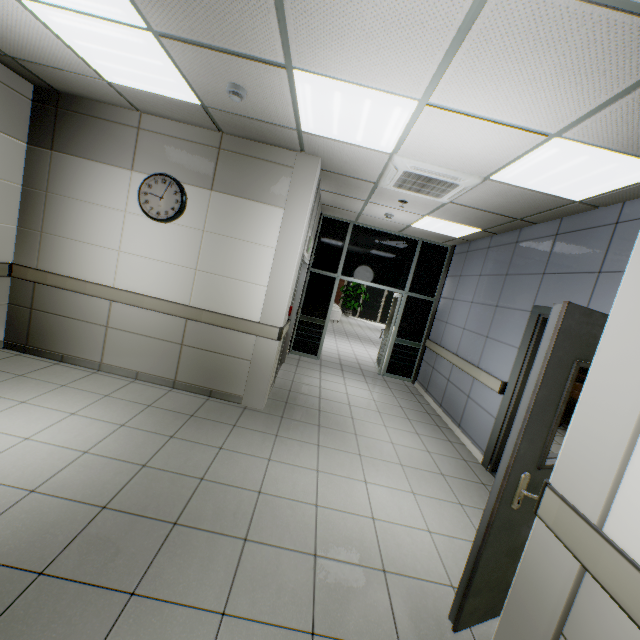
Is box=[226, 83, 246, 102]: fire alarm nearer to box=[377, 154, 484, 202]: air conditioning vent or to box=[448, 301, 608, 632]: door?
box=[377, 154, 484, 202]: air conditioning vent

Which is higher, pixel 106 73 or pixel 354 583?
pixel 106 73

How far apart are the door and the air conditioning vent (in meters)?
1.64

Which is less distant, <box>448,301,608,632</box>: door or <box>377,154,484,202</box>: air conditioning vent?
<box>448,301,608,632</box>: door

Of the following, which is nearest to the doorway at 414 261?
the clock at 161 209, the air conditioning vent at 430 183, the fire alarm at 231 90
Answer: the air conditioning vent at 430 183

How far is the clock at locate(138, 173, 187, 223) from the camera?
3.9 meters

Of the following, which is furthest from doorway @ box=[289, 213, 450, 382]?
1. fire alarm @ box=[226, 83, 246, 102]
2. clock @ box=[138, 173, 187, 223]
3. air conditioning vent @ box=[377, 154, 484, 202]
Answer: fire alarm @ box=[226, 83, 246, 102]

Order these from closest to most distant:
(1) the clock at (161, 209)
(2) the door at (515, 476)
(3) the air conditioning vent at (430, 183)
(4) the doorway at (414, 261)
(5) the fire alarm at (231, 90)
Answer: (2) the door at (515, 476), (5) the fire alarm at (231, 90), (3) the air conditioning vent at (430, 183), (1) the clock at (161, 209), (4) the doorway at (414, 261)
